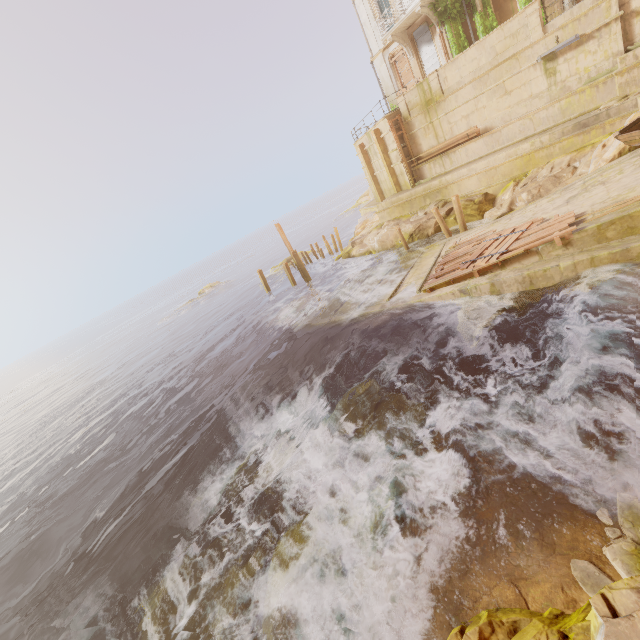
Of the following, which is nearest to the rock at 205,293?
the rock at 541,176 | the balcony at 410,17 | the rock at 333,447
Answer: the rock at 541,176

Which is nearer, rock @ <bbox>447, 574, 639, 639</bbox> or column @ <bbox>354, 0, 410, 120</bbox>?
rock @ <bbox>447, 574, 639, 639</bbox>

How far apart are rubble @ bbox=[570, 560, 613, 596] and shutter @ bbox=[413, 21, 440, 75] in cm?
2723

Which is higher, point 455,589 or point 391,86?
point 391,86

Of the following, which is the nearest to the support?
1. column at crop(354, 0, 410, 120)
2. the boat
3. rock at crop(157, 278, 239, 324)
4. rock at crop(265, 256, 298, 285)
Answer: column at crop(354, 0, 410, 120)

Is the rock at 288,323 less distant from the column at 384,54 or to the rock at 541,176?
the rock at 541,176

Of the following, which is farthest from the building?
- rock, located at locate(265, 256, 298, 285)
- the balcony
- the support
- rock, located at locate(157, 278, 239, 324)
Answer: rock, located at locate(157, 278, 239, 324)

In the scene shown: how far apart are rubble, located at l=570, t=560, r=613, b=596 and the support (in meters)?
28.22
